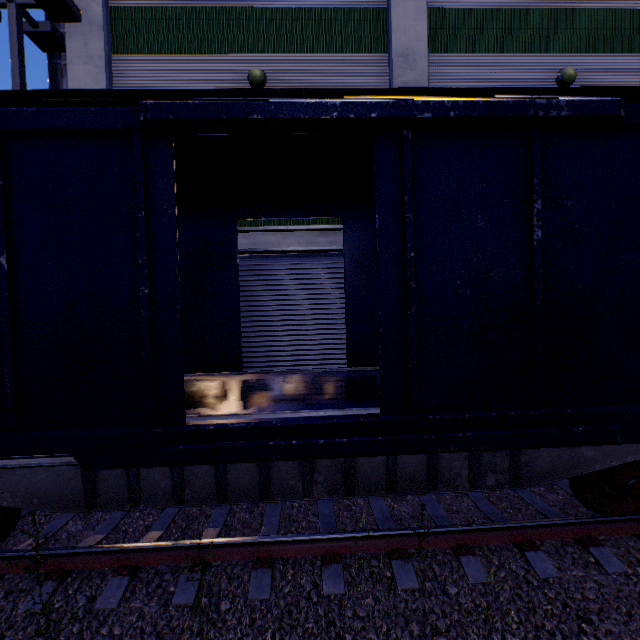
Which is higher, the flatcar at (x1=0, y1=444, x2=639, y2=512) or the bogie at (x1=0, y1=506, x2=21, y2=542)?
the flatcar at (x1=0, y1=444, x2=639, y2=512)

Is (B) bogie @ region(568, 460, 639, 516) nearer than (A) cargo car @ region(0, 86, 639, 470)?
No

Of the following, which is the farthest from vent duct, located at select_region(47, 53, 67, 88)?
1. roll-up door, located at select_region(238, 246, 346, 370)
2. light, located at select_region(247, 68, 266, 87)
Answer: light, located at select_region(247, 68, 266, 87)

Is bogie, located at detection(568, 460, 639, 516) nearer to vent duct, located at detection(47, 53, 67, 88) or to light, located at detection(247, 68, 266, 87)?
light, located at detection(247, 68, 266, 87)

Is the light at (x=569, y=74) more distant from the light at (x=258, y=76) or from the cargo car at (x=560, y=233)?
the light at (x=258, y=76)

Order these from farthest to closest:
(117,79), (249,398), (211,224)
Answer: (117,79) → (211,224) → (249,398)

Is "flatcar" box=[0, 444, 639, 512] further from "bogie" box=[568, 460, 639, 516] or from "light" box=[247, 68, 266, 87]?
"light" box=[247, 68, 266, 87]

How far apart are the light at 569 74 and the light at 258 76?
7.5m
